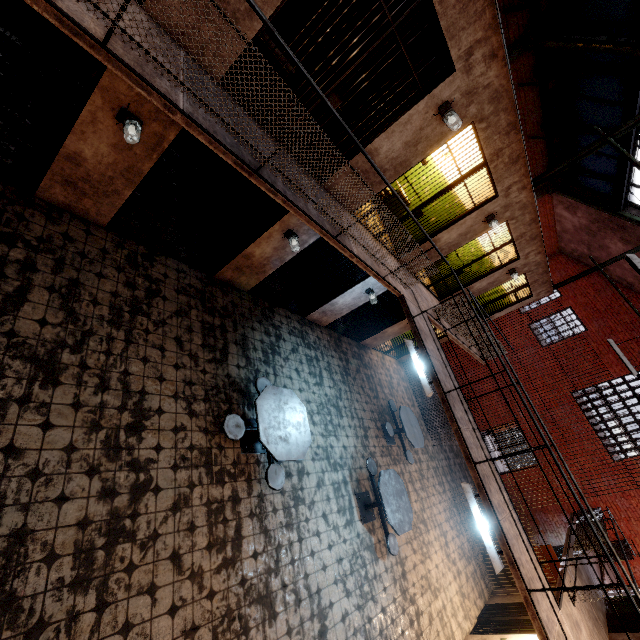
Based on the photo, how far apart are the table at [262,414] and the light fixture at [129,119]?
4.0 meters

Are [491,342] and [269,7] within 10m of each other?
yes

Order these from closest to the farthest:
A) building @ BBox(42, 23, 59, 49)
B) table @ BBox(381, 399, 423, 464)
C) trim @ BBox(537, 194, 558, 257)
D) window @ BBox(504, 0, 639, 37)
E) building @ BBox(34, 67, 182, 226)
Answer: building @ BBox(34, 67, 182, 226)
building @ BBox(42, 23, 59, 49)
window @ BBox(504, 0, 639, 37)
table @ BBox(381, 399, 423, 464)
trim @ BBox(537, 194, 558, 257)

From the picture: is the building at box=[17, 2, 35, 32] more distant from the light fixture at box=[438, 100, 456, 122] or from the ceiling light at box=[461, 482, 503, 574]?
the ceiling light at box=[461, 482, 503, 574]

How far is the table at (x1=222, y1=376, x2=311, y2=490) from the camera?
4.83m

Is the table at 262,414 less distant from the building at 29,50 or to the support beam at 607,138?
the building at 29,50

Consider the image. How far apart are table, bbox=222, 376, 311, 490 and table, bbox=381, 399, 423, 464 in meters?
3.5 m

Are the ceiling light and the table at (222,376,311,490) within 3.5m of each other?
yes
